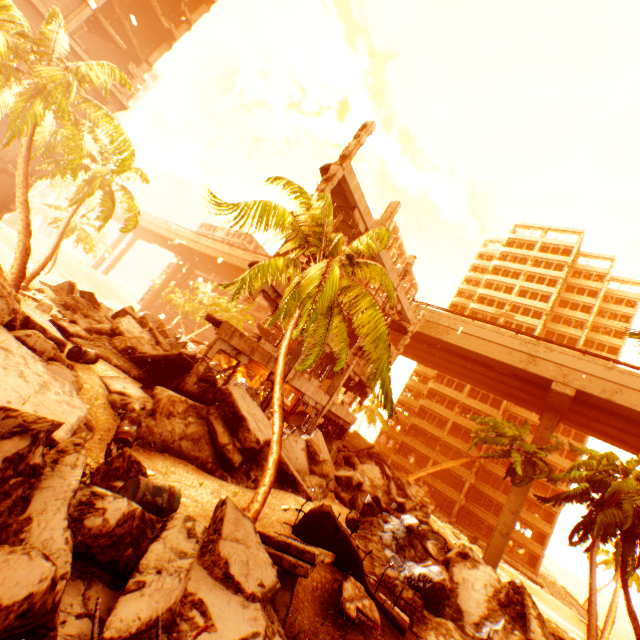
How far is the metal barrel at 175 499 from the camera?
5.0 meters

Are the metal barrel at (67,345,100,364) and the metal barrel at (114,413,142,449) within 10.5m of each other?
yes

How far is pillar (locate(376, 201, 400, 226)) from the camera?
18.62m

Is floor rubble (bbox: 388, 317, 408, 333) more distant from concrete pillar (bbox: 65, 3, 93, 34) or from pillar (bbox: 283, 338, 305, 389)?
concrete pillar (bbox: 65, 3, 93, 34)

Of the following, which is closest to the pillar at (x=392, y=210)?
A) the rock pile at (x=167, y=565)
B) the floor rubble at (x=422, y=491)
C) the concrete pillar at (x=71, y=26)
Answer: the rock pile at (x=167, y=565)

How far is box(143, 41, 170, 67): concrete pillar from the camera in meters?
30.5 m

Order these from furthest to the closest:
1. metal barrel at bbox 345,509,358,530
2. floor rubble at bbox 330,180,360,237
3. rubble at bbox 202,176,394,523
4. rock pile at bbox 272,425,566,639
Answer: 1. floor rubble at bbox 330,180,360,237
2. metal barrel at bbox 345,509,358,530
3. rock pile at bbox 272,425,566,639
4. rubble at bbox 202,176,394,523

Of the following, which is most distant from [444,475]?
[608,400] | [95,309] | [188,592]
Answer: [188,592]
